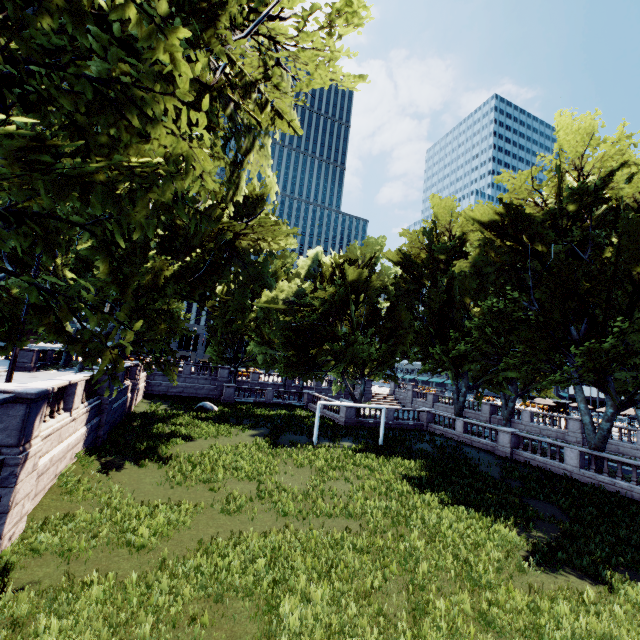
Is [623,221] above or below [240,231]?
above
